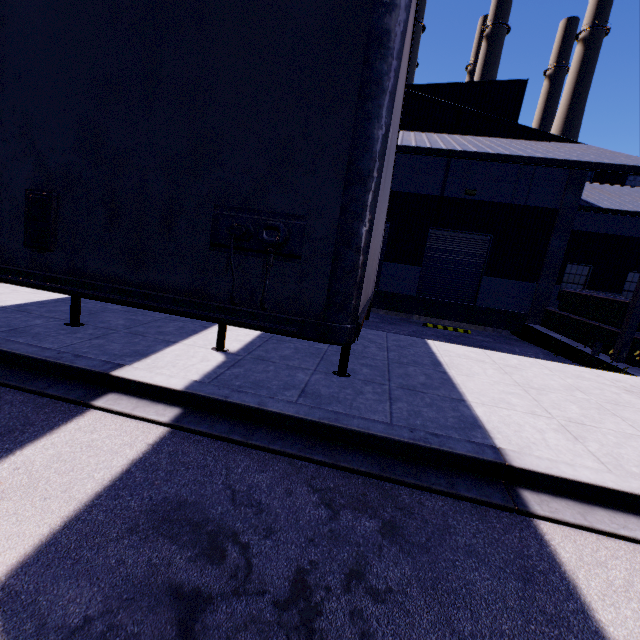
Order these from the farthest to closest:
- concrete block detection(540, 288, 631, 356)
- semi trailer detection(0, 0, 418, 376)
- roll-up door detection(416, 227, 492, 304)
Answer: roll-up door detection(416, 227, 492, 304) → concrete block detection(540, 288, 631, 356) → semi trailer detection(0, 0, 418, 376)

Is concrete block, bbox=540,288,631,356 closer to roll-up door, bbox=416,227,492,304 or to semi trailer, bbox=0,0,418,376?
semi trailer, bbox=0,0,418,376

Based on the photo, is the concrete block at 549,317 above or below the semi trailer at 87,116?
below

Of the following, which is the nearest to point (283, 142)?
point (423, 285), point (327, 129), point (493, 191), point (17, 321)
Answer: point (327, 129)

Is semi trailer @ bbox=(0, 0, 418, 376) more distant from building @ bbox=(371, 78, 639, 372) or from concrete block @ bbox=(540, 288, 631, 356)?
concrete block @ bbox=(540, 288, 631, 356)

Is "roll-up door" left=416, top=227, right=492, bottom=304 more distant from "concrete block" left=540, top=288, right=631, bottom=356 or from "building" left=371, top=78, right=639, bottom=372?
"concrete block" left=540, top=288, right=631, bottom=356

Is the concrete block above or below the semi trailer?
below

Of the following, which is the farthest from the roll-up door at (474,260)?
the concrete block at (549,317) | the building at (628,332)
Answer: the concrete block at (549,317)
